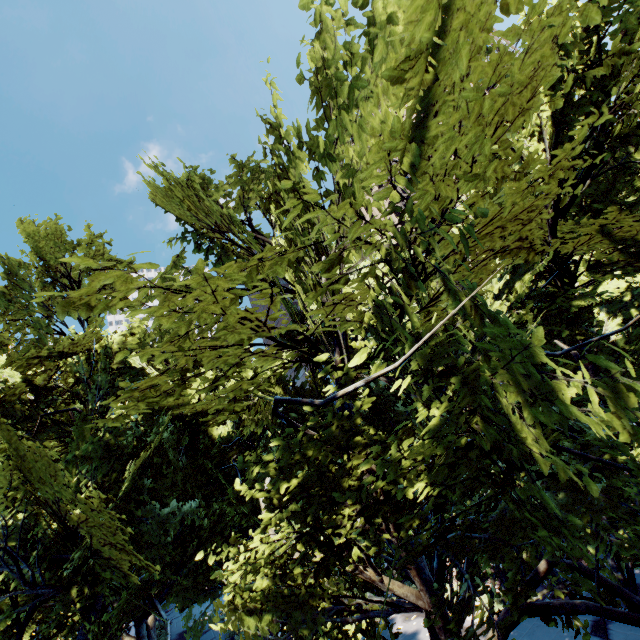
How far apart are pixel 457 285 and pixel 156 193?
9.5m
